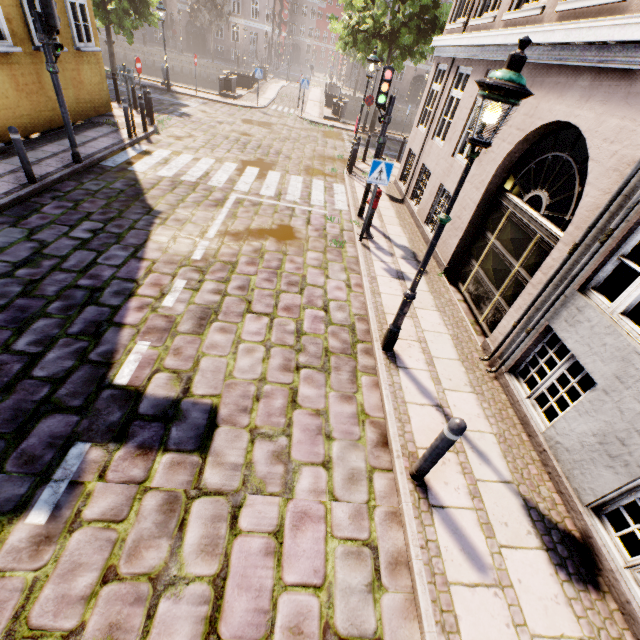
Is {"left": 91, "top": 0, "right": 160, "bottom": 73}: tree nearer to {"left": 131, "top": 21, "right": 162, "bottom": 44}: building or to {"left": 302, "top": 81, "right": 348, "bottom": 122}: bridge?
{"left": 302, "top": 81, "right": 348, "bottom": 122}: bridge

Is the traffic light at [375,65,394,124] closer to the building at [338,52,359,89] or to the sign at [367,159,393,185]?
the sign at [367,159,393,185]

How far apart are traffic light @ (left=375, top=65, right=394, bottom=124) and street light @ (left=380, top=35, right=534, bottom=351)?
5.0 meters

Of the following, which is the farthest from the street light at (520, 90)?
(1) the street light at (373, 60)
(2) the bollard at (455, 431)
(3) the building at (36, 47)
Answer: (3) the building at (36, 47)

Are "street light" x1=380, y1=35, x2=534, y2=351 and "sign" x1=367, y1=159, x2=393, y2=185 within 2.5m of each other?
no

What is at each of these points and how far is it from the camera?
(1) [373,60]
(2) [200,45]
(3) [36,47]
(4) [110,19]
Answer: (1) street light, 10.8 meters
(2) building, 41.5 meters
(3) building, 9.1 meters
(4) tree, 16.9 meters

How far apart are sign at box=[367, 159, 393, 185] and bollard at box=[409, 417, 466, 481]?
5.8 meters

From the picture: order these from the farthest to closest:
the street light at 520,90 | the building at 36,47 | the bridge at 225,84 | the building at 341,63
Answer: the building at 341,63, the bridge at 225,84, the building at 36,47, the street light at 520,90
